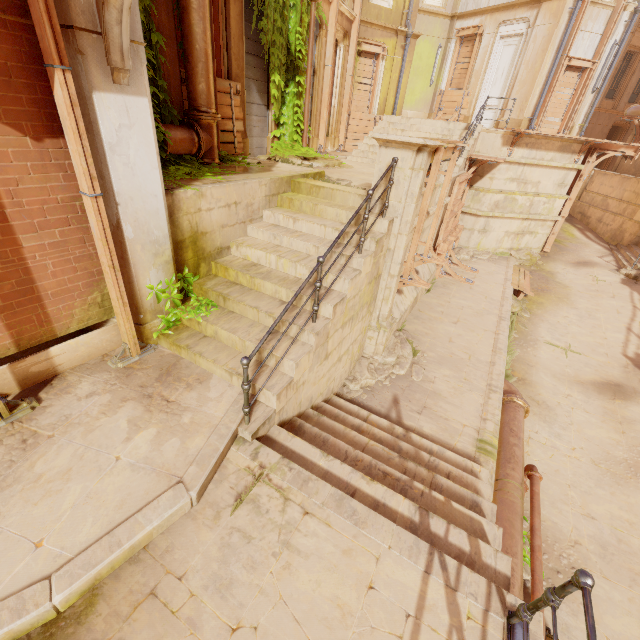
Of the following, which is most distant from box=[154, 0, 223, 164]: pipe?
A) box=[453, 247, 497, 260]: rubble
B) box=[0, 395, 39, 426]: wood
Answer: box=[453, 247, 497, 260]: rubble

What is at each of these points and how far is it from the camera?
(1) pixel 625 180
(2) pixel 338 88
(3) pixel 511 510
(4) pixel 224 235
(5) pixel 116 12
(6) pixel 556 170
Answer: (1) building, 17.02m
(2) column, 13.30m
(3) pipe, 5.55m
(4) building, 5.61m
(5) support, 2.92m
(6) building, 13.81m

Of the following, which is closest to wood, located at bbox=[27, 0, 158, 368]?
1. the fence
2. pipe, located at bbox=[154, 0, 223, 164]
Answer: pipe, located at bbox=[154, 0, 223, 164]

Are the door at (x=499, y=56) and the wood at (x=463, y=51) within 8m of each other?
yes

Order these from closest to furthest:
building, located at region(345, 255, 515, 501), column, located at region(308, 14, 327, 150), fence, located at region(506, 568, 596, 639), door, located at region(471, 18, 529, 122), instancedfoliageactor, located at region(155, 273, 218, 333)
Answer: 1. fence, located at region(506, 568, 596, 639)
2. instancedfoliageactor, located at region(155, 273, 218, 333)
3. building, located at region(345, 255, 515, 501)
4. column, located at region(308, 14, 327, 150)
5. door, located at region(471, 18, 529, 122)

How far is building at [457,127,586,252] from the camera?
13.1 meters

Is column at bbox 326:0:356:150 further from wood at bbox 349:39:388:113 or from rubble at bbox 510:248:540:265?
rubble at bbox 510:248:540:265

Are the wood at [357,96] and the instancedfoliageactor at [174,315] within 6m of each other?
no
